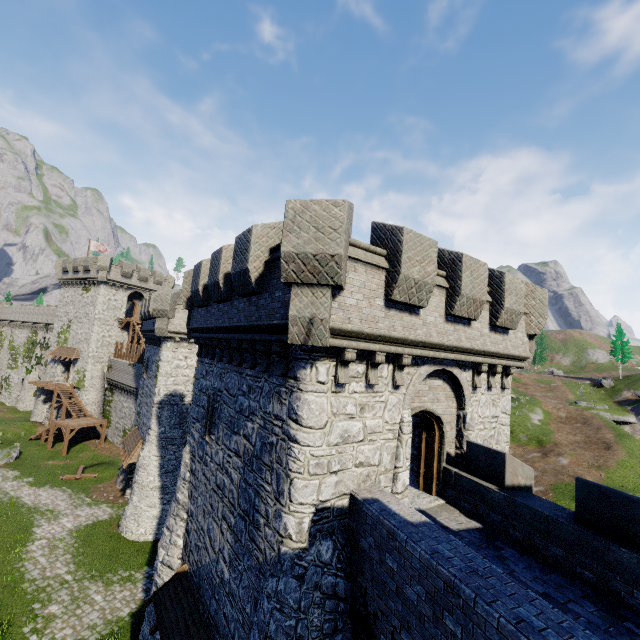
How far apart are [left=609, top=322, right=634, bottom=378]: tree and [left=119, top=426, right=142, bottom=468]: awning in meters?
Result: 75.5

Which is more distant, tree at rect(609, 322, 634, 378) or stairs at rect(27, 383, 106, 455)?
tree at rect(609, 322, 634, 378)

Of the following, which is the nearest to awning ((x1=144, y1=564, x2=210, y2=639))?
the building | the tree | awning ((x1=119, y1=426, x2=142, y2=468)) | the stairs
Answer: the building

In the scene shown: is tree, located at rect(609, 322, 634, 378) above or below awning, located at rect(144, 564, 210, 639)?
above

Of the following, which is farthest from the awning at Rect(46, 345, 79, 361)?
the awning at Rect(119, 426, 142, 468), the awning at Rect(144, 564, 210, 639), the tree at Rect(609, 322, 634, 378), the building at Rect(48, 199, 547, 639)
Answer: the tree at Rect(609, 322, 634, 378)

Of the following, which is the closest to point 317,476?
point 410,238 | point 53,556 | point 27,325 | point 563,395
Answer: point 410,238

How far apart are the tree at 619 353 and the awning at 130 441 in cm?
7553

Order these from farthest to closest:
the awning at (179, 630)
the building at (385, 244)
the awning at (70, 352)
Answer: the awning at (70, 352)
the awning at (179, 630)
the building at (385, 244)
